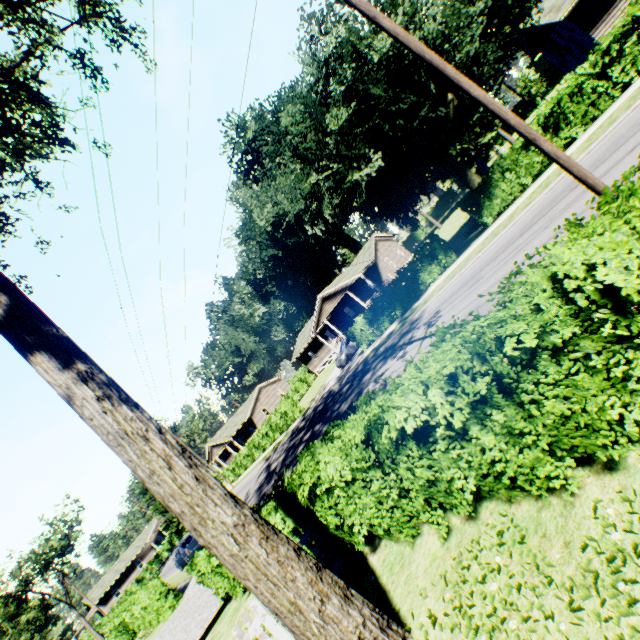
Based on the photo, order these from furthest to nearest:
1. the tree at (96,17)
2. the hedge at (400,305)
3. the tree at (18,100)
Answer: the hedge at (400,305), the tree at (96,17), the tree at (18,100)

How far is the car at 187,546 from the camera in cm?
2383

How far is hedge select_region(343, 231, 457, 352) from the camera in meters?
19.8 m

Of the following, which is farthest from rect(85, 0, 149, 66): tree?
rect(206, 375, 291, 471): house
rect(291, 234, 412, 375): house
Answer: rect(206, 375, 291, 471): house

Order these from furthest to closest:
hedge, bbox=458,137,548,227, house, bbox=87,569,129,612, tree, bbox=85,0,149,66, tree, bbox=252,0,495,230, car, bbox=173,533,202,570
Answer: house, bbox=87,569,129,612 < car, bbox=173,533,202,570 < hedge, bbox=458,137,548,227 < tree, bbox=252,0,495,230 < tree, bbox=85,0,149,66

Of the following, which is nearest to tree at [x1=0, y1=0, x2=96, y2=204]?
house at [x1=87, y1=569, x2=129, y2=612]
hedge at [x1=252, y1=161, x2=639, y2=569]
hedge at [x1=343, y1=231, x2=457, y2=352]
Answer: hedge at [x1=252, y1=161, x2=639, y2=569]

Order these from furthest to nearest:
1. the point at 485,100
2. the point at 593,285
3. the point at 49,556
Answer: the point at 49,556
the point at 485,100
the point at 593,285

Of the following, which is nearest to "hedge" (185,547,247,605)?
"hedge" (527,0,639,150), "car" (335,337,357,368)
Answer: "hedge" (527,0,639,150)
